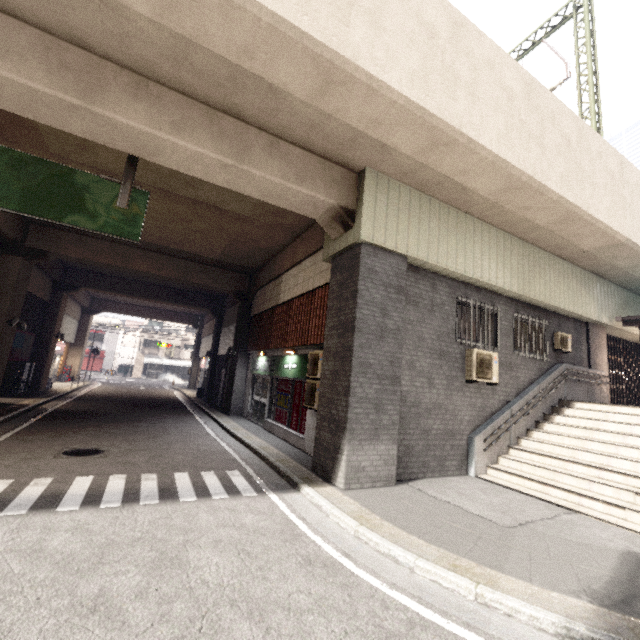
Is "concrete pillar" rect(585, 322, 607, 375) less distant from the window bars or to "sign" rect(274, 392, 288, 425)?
"sign" rect(274, 392, 288, 425)

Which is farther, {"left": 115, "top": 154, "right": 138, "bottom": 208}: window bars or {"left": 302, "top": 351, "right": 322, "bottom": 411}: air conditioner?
{"left": 302, "top": 351, "right": 322, "bottom": 411}: air conditioner

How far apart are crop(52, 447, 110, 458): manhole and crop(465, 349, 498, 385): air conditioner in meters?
9.0

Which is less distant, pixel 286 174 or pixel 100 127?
pixel 100 127

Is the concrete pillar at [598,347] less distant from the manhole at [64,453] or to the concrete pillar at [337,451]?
the concrete pillar at [337,451]

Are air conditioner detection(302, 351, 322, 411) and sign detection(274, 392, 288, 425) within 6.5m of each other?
yes

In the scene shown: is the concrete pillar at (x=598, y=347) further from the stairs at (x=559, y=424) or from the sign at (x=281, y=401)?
the sign at (x=281, y=401)

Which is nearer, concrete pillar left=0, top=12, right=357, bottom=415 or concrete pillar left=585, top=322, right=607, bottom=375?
concrete pillar left=0, top=12, right=357, bottom=415
